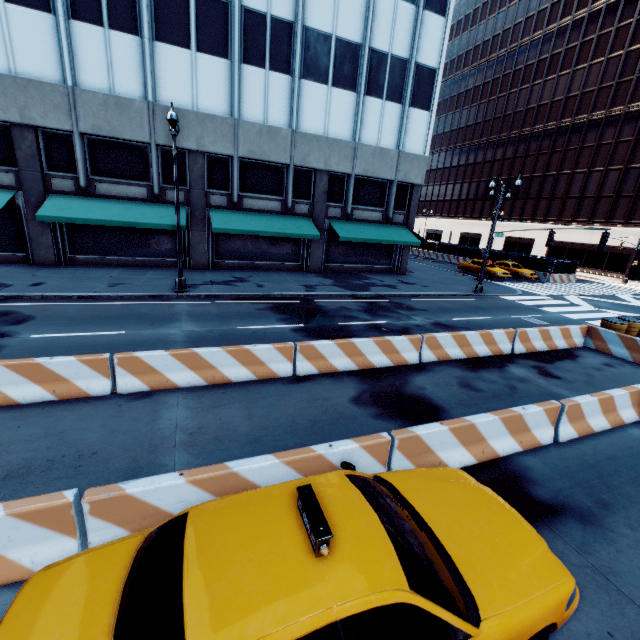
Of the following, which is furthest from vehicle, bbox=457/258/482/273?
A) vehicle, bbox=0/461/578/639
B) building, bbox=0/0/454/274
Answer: vehicle, bbox=0/461/578/639

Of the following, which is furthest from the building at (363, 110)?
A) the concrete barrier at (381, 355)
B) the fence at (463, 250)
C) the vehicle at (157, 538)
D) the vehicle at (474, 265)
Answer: the vehicle at (157, 538)

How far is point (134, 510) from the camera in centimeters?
374cm

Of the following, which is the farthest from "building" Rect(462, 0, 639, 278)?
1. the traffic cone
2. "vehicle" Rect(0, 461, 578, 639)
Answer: "vehicle" Rect(0, 461, 578, 639)

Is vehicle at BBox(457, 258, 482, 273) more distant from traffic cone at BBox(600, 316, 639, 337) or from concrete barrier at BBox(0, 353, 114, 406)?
concrete barrier at BBox(0, 353, 114, 406)

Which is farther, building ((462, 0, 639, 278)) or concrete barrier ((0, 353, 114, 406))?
building ((462, 0, 639, 278))

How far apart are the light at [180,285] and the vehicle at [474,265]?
26.46m

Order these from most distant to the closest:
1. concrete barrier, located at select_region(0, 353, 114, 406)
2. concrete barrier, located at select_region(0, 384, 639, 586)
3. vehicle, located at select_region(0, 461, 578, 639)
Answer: concrete barrier, located at select_region(0, 353, 114, 406) → concrete barrier, located at select_region(0, 384, 639, 586) → vehicle, located at select_region(0, 461, 578, 639)
